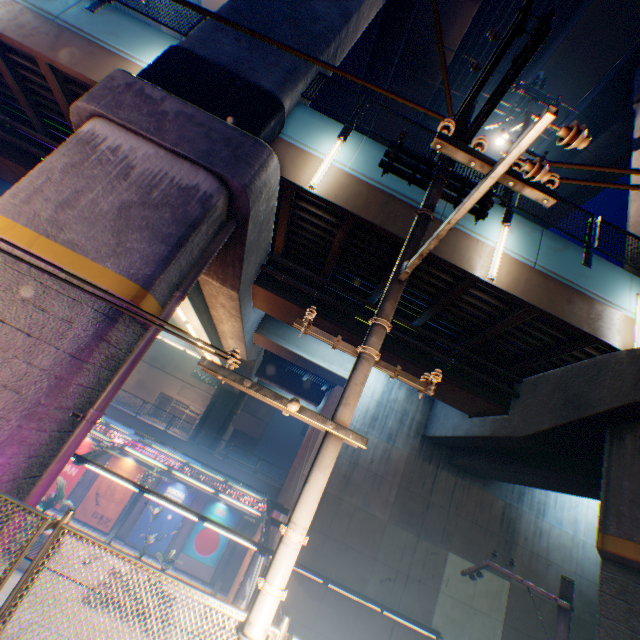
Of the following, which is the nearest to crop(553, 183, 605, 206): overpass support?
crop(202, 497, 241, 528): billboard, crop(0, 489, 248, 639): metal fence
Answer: crop(0, 489, 248, 639): metal fence

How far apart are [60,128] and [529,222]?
15.06m

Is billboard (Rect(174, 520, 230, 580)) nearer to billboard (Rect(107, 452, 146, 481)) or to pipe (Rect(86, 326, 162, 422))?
billboard (Rect(107, 452, 146, 481))

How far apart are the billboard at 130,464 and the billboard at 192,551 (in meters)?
4.76

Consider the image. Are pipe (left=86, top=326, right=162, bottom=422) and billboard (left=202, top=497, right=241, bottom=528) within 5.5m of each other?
no

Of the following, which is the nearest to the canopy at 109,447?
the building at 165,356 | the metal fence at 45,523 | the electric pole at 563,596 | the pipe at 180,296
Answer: the metal fence at 45,523

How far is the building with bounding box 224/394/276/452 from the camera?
44.3 meters

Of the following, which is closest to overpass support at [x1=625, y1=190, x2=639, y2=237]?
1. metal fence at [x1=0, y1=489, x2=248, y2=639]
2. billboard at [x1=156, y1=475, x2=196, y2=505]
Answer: metal fence at [x1=0, y1=489, x2=248, y2=639]
